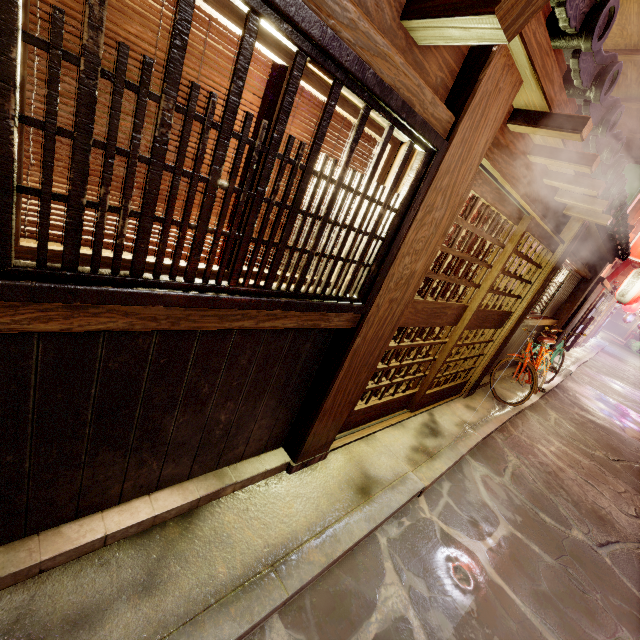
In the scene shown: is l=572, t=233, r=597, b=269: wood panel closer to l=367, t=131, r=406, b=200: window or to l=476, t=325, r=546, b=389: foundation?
l=476, t=325, r=546, b=389: foundation

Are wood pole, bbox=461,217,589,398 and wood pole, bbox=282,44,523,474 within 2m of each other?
no

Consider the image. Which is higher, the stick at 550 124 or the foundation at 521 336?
the stick at 550 124

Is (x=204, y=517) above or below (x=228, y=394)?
below

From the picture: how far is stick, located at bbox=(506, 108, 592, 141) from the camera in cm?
373

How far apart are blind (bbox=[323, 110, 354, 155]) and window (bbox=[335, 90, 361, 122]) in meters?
0.2

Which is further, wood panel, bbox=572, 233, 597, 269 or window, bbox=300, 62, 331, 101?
wood panel, bbox=572, 233, 597, 269

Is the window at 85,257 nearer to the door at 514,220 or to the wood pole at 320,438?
the wood pole at 320,438
